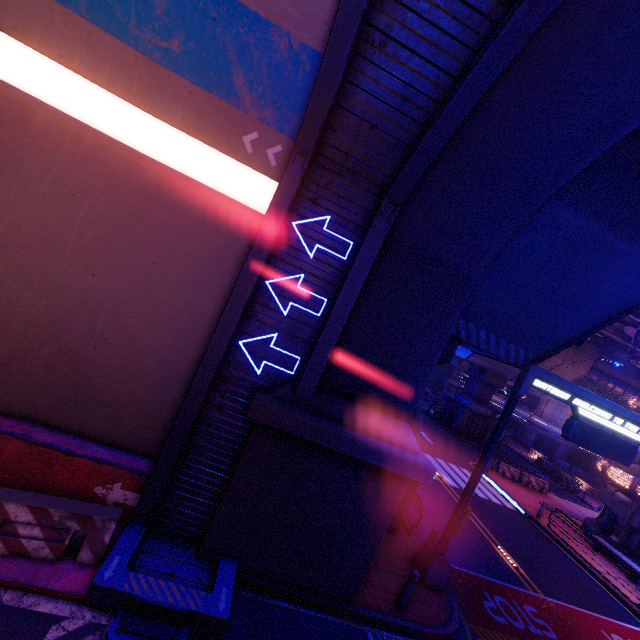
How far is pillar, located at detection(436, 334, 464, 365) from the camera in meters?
11.3

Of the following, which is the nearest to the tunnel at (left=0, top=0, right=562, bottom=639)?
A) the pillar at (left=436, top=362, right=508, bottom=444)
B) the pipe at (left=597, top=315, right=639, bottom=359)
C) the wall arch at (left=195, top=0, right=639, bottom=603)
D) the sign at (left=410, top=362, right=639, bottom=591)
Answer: the wall arch at (left=195, top=0, right=639, bottom=603)

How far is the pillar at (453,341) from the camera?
11.3 meters

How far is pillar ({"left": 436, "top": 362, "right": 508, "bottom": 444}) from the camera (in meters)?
33.34

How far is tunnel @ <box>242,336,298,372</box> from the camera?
7.1m

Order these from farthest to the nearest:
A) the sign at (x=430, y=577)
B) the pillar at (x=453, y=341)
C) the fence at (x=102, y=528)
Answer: the pillar at (x=453, y=341) → the sign at (x=430, y=577) → the fence at (x=102, y=528)

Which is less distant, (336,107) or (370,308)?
(336,107)
